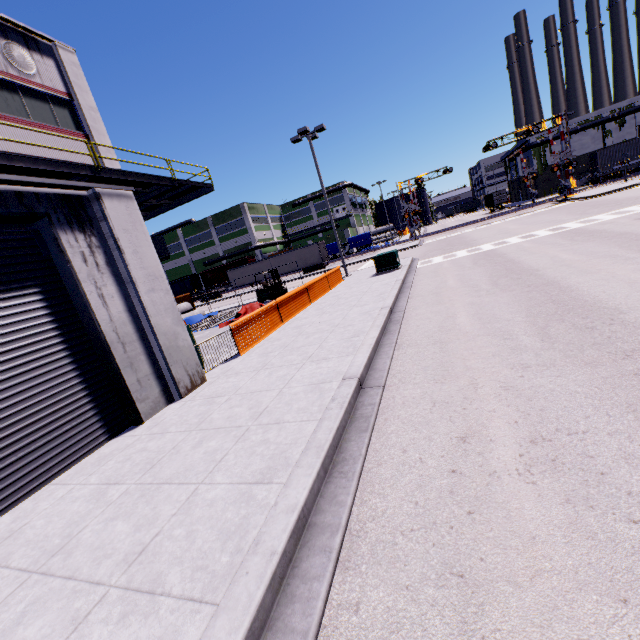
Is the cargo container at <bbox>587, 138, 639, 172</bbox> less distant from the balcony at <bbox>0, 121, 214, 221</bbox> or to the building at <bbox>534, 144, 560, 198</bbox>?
the building at <bbox>534, 144, 560, 198</bbox>

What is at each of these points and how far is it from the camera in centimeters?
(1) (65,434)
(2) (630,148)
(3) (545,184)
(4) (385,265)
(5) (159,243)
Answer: (1) roll-up door, 568cm
(2) cargo container, 3834cm
(3) building, 5622cm
(4) electrical box, 1895cm
(5) vent duct, 1652cm

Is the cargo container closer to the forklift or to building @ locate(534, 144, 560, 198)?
building @ locate(534, 144, 560, 198)

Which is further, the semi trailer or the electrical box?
the semi trailer

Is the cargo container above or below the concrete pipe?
above

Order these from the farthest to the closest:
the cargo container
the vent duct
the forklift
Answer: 1. the cargo container
2. the forklift
3. the vent duct

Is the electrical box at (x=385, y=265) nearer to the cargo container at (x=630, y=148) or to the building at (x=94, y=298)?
the building at (x=94, y=298)

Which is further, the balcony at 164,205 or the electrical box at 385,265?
the electrical box at 385,265
